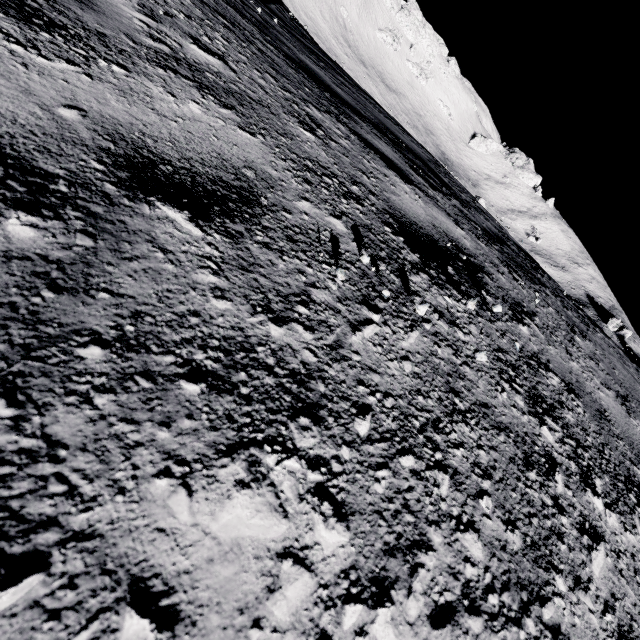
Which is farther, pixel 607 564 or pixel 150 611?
pixel 607 564
